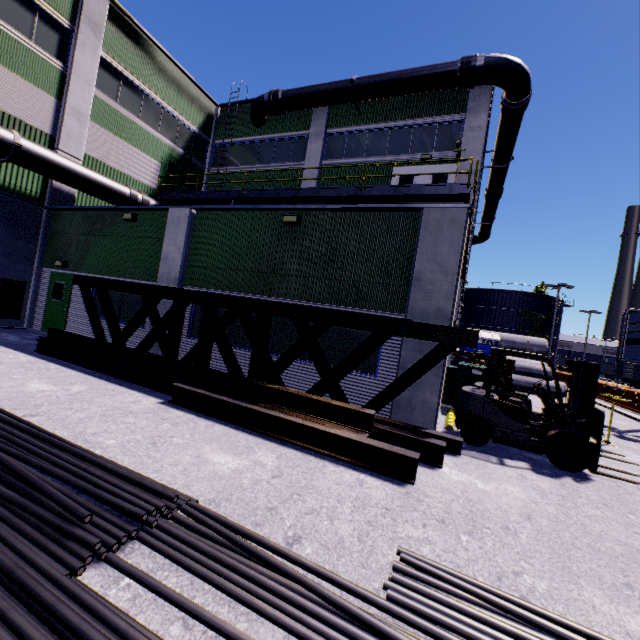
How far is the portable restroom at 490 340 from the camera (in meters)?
14.39

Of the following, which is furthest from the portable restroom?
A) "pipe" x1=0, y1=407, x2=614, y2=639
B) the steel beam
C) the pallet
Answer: "pipe" x1=0, y1=407, x2=614, y2=639

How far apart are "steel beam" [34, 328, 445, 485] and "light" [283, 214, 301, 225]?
4.2m

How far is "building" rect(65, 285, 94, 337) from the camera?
11.97m

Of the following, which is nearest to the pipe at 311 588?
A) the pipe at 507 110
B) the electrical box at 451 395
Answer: the pipe at 507 110

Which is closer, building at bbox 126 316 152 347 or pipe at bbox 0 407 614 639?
pipe at bbox 0 407 614 639

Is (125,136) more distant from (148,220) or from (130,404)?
(130,404)

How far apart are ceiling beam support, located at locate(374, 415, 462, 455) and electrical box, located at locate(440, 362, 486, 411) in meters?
3.9
